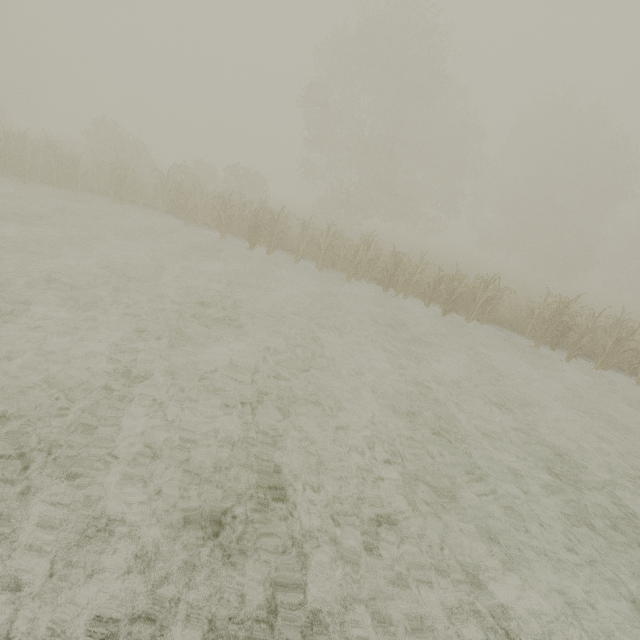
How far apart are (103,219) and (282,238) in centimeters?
654cm
